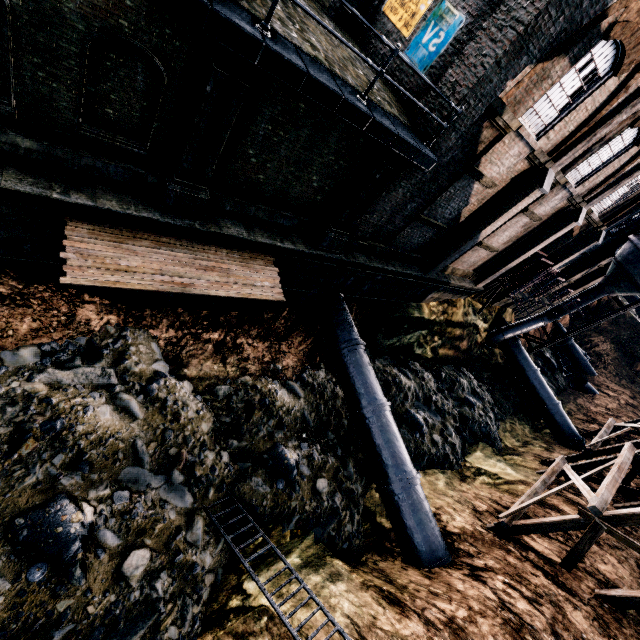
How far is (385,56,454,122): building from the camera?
9.51m

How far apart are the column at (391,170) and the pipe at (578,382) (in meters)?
35.09

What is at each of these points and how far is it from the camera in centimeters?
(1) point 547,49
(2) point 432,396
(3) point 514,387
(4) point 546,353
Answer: (1) building, 875cm
(2) stone debris, 1973cm
(3) stone debris, 2855cm
(4) stone debris, 3716cm

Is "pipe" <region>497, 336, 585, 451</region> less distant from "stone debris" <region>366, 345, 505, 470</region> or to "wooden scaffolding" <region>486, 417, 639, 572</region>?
"stone debris" <region>366, 345, 505, 470</region>

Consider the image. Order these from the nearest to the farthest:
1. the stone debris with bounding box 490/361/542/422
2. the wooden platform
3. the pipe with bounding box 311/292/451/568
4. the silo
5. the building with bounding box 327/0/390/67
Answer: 1. the wooden platform
2. the pipe with bounding box 311/292/451/568
3. the building with bounding box 327/0/390/67
4. the silo
5. the stone debris with bounding box 490/361/542/422

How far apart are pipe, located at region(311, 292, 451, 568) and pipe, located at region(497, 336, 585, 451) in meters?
18.4

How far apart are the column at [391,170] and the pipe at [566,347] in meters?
40.1

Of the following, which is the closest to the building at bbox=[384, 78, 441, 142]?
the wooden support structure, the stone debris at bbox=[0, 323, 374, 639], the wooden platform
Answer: the wooden support structure
